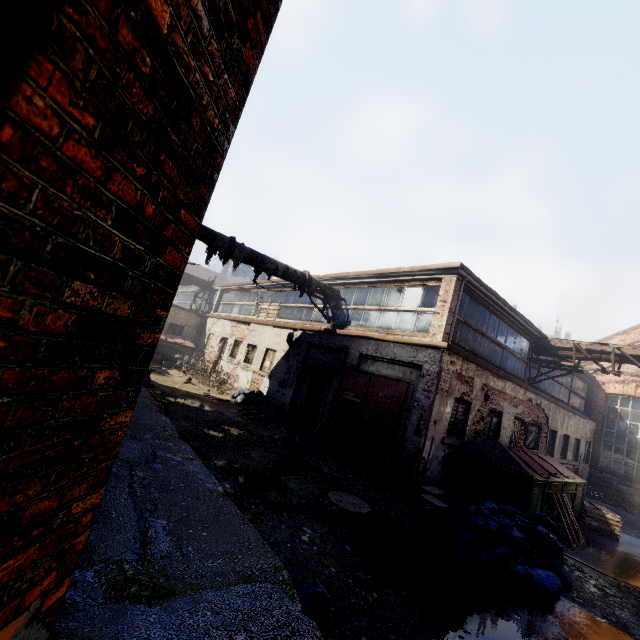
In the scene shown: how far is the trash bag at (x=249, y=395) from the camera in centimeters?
1346cm

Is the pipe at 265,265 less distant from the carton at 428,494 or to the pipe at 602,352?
the carton at 428,494

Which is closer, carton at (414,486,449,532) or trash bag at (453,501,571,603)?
trash bag at (453,501,571,603)

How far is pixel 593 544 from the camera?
8.5m

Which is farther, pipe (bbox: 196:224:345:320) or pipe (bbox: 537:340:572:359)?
pipe (bbox: 537:340:572:359)

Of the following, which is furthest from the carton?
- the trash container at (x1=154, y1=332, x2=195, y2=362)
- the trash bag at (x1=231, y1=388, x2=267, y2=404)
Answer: the trash container at (x1=154, y1=332, x2=195, y2=362)

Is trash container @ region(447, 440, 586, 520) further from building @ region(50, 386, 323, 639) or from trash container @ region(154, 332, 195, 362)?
trash container @ region(154, 332, 195, 362)

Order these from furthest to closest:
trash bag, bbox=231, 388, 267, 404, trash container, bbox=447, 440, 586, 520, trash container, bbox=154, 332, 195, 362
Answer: trash container, bbox=154, 332, 195, 362
trash bag, bbox=231, 388, 267, 404
trash container, bbox=447, 440, 586, 520
